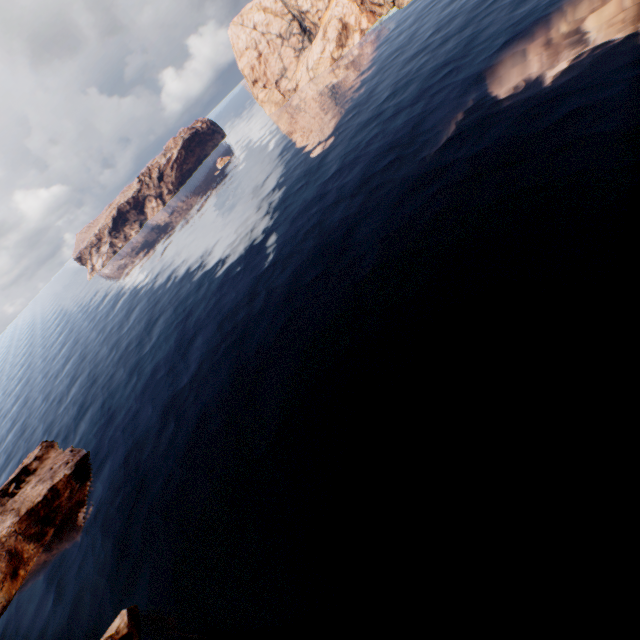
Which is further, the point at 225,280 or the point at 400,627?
the point at 225,280

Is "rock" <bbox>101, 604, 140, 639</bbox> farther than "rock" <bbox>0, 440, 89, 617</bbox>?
No

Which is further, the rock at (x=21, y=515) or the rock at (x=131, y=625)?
the rock at (x=21, y=515)
